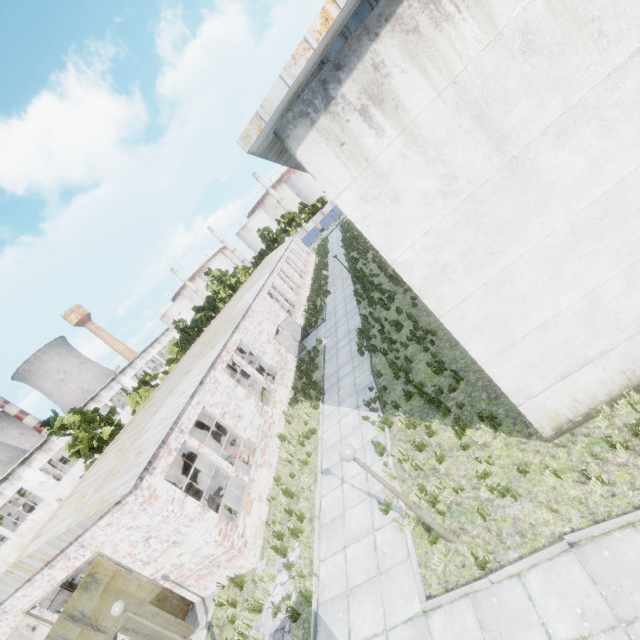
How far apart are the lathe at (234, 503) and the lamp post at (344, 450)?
Result: 8.6 meters

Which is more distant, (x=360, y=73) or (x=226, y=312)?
(x=226, y=312)

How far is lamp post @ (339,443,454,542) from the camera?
5.86m

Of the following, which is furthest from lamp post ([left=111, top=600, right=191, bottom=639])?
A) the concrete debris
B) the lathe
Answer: the lathe

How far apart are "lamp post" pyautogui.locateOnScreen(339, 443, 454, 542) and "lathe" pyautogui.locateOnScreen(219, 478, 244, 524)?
8.6m

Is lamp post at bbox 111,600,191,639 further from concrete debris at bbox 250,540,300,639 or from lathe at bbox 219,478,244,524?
lathe at bbox 219,478,244,524

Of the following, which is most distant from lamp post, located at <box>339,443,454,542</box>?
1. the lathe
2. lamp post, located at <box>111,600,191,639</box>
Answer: the lathe

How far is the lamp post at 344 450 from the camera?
5.9m
